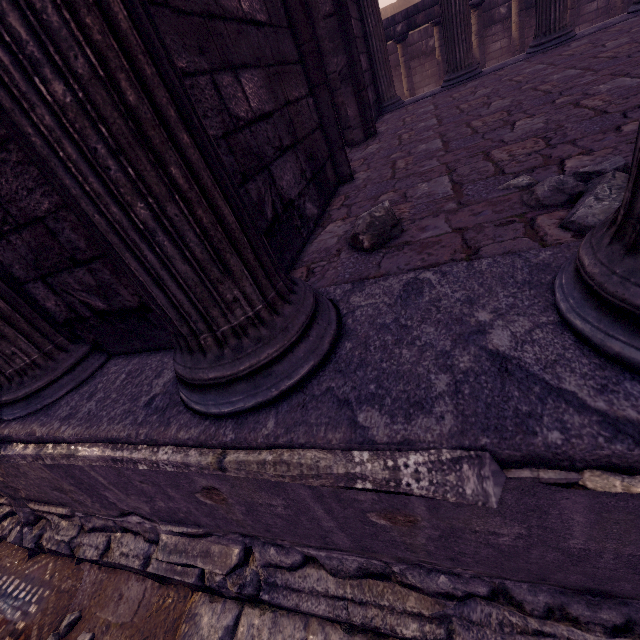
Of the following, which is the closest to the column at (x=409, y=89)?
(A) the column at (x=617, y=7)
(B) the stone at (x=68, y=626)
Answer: (A) the column at (x=617, y=7)

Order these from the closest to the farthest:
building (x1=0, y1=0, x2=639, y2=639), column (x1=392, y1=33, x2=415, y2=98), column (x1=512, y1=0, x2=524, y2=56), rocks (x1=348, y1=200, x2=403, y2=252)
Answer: building (x1=0, y1=0, x2=639, y2=639), rocks (x1=348, y1=200, x2=403, y2=252), column (x1=512, y1=0, x2=524, y2=56), column (x1=392, y1=33, x2=415, y2=98)

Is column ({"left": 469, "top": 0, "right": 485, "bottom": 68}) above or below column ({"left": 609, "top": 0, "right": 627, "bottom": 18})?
above

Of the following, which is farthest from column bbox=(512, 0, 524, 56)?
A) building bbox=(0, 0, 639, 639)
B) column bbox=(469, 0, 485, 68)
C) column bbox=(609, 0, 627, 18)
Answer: building bbox=(0, 0, 639, 639)

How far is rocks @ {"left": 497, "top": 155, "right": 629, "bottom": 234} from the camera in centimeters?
125cm

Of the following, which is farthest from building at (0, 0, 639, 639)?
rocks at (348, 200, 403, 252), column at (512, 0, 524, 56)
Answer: column at (512, 0, 524, 56)

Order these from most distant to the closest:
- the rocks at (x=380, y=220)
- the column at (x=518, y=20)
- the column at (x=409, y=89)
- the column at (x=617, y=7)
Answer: the column at (x=409, y=89) → the column at (x=518, y=20) → the column at (x=617, y=7) → the rocks at (x=380, y=220)

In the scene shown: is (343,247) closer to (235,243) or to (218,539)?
(235,243)
